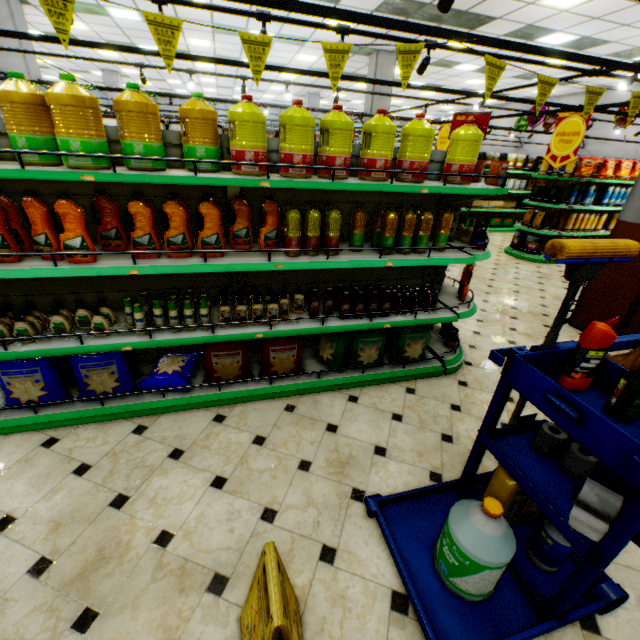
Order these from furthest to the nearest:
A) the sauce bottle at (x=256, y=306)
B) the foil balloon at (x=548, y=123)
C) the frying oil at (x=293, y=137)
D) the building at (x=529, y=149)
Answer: the building at (x=529, y=149) → the foil balloon at (x=548, y=123) → the sauce bottle at (x=256, y=306) → the frying oil at (x=293, y=137)

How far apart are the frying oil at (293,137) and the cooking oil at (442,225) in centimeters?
96cm

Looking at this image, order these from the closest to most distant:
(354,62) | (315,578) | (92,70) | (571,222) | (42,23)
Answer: (315,578), (571,222), (42,23), (354,62), (92,70)

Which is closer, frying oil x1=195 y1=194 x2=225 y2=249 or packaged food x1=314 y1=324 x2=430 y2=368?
frying oil x1=195 y1=194 x2=225 y2=249

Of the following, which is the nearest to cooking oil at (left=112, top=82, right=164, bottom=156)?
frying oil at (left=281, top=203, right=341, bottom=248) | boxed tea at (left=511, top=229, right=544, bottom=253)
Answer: frying oil at (left=281, top=203, right=341, bottom=248)

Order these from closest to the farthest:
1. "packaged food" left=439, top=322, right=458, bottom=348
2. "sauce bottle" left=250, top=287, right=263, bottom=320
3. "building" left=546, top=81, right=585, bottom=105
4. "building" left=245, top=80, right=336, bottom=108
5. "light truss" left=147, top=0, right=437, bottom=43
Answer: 1. "sauce bottle" left=250, top=287, right=263, bottom=320
2. "light truss" left=147, top=0, right=437, bottom=43
3. "packaged food" left=439, top=322, right=458, bottom=348
4. "building" left=546, top=81, right=585, bottom=105
5. "building" left=245, top=80, right=336, bottom=108

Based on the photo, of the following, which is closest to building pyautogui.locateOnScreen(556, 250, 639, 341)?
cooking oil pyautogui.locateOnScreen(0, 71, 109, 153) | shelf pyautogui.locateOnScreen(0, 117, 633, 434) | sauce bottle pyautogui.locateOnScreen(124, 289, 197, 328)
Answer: shelf pyautogui.locateOnScreen(0, 117, 633, 434)

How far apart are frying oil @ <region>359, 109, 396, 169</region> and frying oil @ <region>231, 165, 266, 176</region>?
0.7 meters
